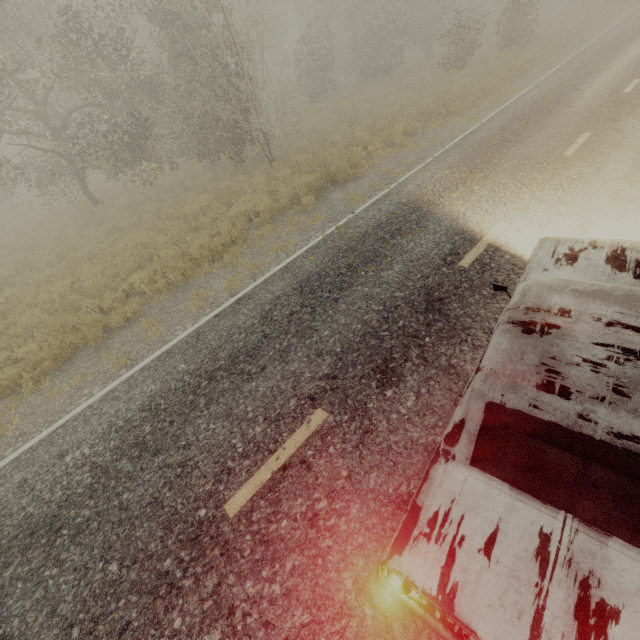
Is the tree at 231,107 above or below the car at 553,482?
above

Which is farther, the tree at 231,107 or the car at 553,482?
the tree at 231,107

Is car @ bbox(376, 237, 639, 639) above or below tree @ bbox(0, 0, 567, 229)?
below

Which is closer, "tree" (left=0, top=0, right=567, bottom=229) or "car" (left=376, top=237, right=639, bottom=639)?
"car" (left=376, top=237, right=639, bottom=639)

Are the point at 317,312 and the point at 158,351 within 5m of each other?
yes
